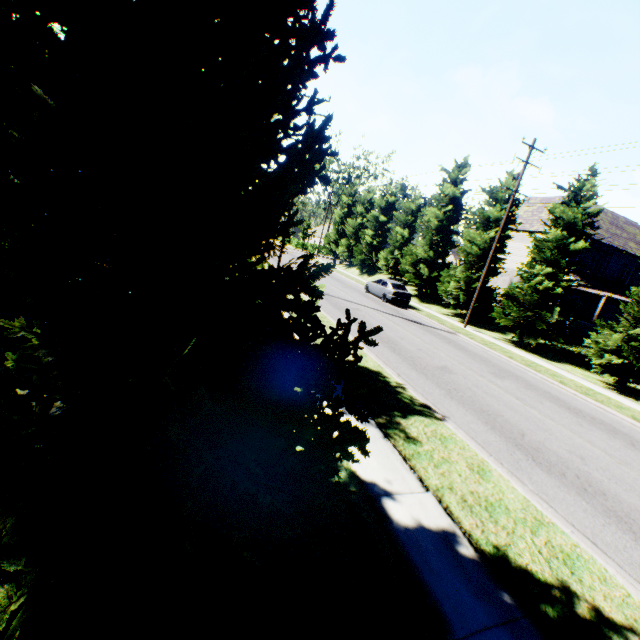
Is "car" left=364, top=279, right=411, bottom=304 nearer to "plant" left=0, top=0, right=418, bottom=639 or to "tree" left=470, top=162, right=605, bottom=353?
"tree" left=470, top=162, right=605, bottom=353

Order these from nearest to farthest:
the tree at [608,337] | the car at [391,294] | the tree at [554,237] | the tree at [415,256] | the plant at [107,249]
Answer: the plant at [107,249] < the tree at [608,337] < the tree at [554,237] < the tree at [415,256] < the car at [391,294]

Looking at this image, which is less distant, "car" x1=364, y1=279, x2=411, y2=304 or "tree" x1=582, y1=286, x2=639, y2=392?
"tree" x1=582, y1=286, x2=639, y2=392

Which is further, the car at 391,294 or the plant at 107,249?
the car at 391,294

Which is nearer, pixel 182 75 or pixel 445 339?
pixel 182 75

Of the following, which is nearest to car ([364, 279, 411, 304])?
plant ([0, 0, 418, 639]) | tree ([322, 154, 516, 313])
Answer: tree ([322, 154, 516, 313])

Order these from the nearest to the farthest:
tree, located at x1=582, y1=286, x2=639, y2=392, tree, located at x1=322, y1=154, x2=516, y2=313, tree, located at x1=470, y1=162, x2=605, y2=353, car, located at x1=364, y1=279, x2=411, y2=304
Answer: tree, located at x1=582, y1=286, x2=639, y2=392 → tree, located at x1=470, y1=162, x2=605, y2=353 → tree, located at x1=322, y1=154, x2=516, y2=313 → car, located at x1=364, y1=279, x2=411, y2=304
